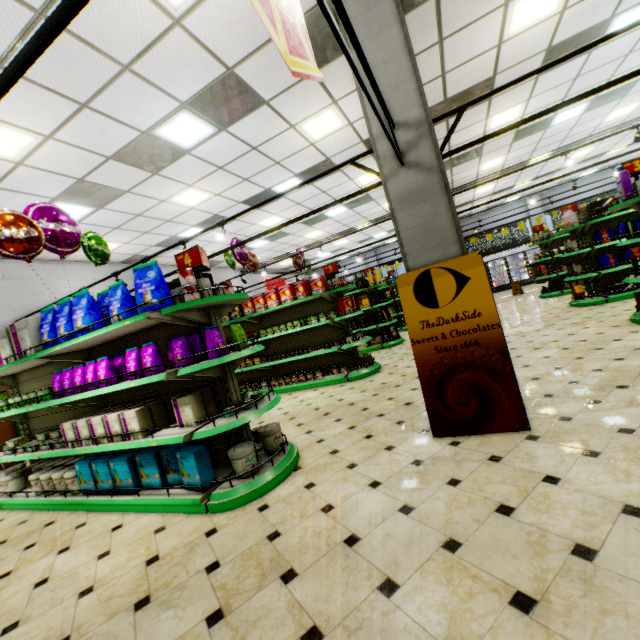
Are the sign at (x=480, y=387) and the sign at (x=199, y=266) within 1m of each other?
no

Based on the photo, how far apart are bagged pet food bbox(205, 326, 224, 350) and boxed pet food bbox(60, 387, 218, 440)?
0.4 meters

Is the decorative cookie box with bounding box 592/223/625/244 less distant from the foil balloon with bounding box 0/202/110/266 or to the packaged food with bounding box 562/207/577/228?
the packaged food with bounding box 562/207/577/228

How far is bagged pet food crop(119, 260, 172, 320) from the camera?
3.1m

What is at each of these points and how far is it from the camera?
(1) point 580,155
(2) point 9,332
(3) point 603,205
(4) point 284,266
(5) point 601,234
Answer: Answer:
(1) building, 13.17m
(2) boxed pet food, 4.07m
(3) boxed food, 7.36m
(4) building, 19.80m
(5) decorative cookie box, 7.51m

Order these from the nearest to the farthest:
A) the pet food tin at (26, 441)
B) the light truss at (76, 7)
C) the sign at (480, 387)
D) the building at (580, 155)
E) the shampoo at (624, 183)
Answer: the light truss at (76, 7) → the sign at (480, 387) → the pet food tin at (26, 441) → the shampoo at (624, 183) → the building at (580, 155)

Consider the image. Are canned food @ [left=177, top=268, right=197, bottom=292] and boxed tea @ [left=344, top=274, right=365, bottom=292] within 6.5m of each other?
no

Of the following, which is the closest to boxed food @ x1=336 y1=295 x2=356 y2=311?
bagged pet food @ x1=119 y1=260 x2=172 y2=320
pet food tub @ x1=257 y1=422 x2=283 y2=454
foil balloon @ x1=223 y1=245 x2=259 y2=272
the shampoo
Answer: foil balloon @ x1=223 y1=245 x2=259 y2=272
